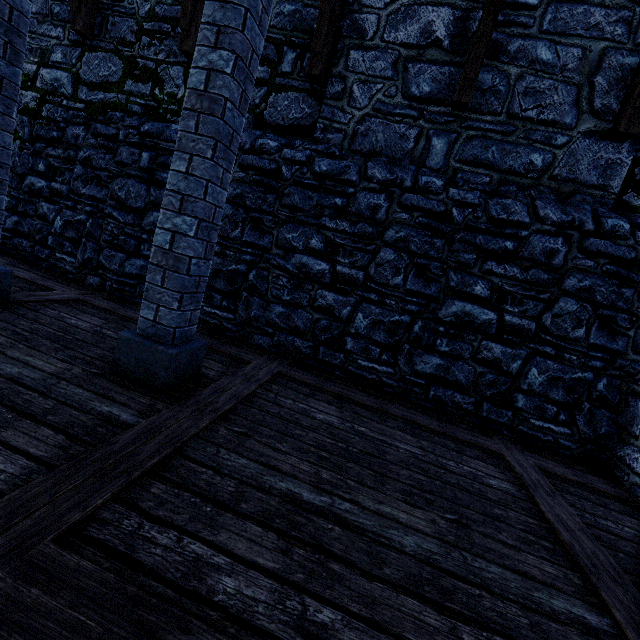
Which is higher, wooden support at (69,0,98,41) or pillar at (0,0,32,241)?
wooden support at (69,0,98,41)

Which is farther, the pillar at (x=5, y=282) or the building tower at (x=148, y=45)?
the building tower at (x=148, y=45)

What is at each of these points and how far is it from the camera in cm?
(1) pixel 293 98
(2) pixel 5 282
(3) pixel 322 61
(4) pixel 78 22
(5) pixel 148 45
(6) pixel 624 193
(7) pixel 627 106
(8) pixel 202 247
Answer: (1) building tower, 480
(2) pillar, 349
(3) wooden support, 433
(4) wooden support, 504
(5) building tower, 521
(6) building tower, 405
(7) wooden support, 371
(8) pillar, 268

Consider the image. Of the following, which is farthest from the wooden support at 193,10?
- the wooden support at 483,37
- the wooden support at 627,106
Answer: the wooden support at 627,106

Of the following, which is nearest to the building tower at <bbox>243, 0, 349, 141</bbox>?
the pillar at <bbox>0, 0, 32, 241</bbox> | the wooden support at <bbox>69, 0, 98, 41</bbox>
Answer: the wooden support at <bbox>69, 0, 98, 41</bbox>

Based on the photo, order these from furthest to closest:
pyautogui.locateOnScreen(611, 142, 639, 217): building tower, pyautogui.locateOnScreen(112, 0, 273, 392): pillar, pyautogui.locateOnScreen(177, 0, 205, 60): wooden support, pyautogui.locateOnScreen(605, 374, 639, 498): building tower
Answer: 1. pyautogui.locateOnScreen(177, 0, 205, 60): wooden support
2. pyautogui.locateOnScreen(611, 142, 639, 217): building tower
3. pyautogui.locateOnScreen(605, 374, 639, 498): building tower
4. pyautogui.locateOnScreen(112, 0, 273, 392): pillar

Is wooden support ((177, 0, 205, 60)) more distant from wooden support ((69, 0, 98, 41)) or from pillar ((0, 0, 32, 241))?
wooden support ((69, 0, 98, 41))

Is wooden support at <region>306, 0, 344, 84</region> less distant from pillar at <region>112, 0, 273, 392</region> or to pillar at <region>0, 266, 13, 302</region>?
pillar at <region>112, 0, 273, 392</region>
